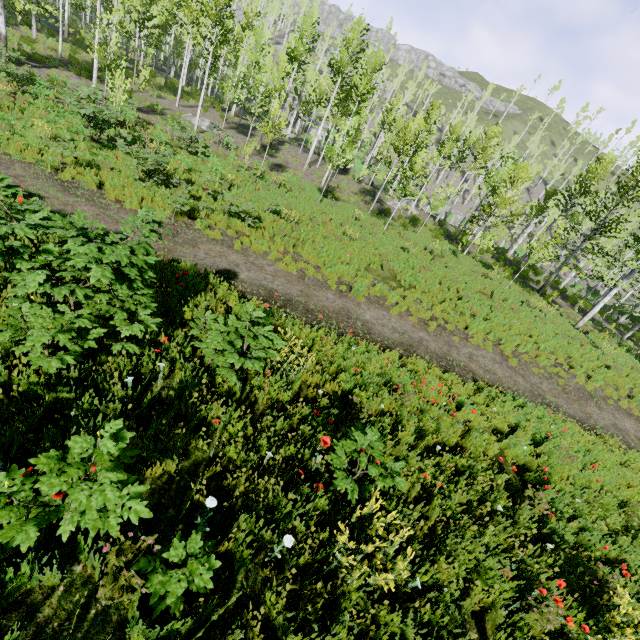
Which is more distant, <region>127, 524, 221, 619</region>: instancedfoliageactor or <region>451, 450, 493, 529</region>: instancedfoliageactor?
<region>451, 450, 493, 529</region>: instancedfoliageactor

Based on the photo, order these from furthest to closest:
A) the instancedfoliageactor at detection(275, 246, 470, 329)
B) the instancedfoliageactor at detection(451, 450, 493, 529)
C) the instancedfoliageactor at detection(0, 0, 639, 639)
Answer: the instancedfoliageactor at detection(275, 246, 470, 329) → the instancedfoliageactor at detection(451, 450, 493, 529) → the instancedfoliageactor at detection(0, 0, 639, 639)

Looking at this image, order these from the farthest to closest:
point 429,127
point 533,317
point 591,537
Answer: point 429,127, point 533,317, point 591,537

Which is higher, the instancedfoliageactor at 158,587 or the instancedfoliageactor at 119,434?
the instancedfoliageactor at 119,434

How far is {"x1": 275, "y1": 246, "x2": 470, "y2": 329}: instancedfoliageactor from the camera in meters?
11.2
